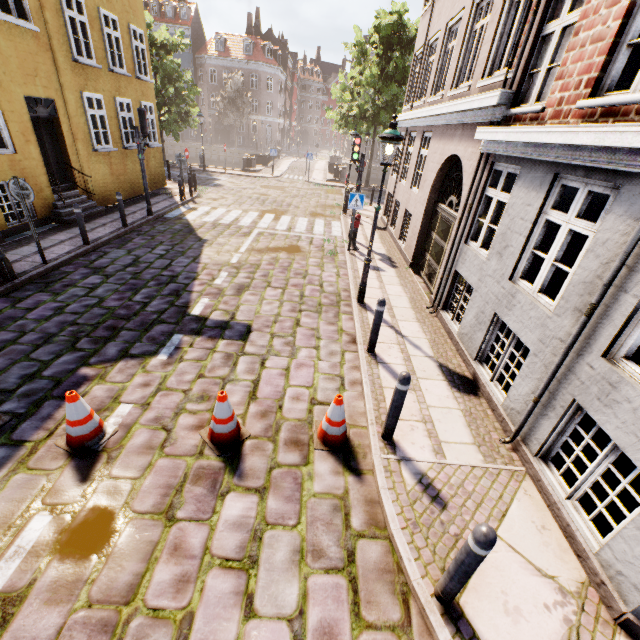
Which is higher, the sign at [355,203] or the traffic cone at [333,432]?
the sign at [355,203]

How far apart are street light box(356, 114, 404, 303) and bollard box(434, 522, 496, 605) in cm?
563

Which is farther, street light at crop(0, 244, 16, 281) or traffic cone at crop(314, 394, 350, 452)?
street light at crop(0, 244, 16, 281)

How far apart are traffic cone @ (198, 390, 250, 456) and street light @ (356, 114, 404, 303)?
4.32m

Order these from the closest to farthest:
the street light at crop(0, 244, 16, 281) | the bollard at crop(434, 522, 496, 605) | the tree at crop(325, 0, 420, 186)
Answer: the bollard at crop(434, 522, 496, 605) < the street light at crop(0, 244, 16, 281) < the tree at crop(325, 0, 420, 186)

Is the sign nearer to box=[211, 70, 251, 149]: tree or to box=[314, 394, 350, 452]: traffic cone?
box=[314, 394, 350, 452]: traffic cone

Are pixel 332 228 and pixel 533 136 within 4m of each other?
no

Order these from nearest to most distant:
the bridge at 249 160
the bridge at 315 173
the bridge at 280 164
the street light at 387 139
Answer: the street light at 387 139
the bridge at 249 160
the bridge at 315 173
the bridge at 280 164
